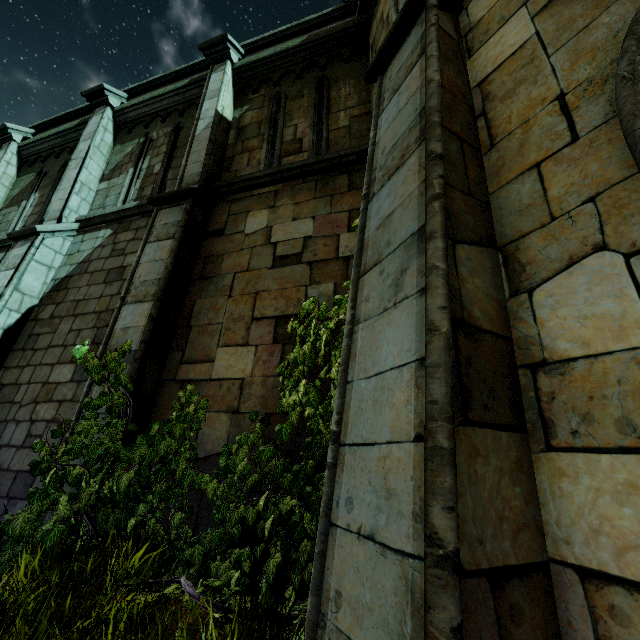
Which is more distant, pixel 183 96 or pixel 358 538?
pixel 183 96
